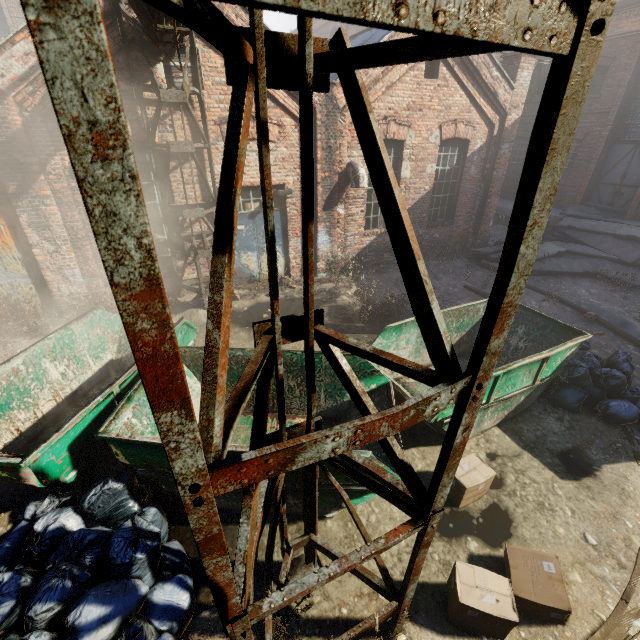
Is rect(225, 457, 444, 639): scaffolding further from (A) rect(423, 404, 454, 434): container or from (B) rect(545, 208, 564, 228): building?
(B) rect(545, 208, 564, 228): building

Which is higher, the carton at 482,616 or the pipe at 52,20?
the pipe at 52,20

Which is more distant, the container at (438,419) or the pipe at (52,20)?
the container at (438,419)

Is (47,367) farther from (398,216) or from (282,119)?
(282,119)

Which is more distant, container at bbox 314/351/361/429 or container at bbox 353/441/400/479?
container at bbox 314/351/361/429

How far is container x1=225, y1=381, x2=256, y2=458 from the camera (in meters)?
3.41
